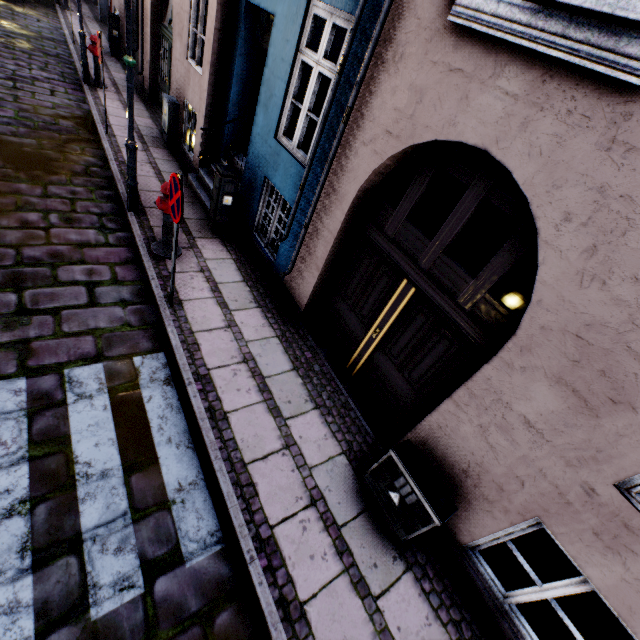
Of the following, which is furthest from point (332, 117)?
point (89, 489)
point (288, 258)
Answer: point (89, 489)

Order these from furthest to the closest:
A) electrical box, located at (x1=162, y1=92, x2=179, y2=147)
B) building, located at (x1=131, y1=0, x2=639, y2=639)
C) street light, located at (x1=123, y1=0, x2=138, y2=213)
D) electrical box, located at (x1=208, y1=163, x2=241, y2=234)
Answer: electrical box, located at (x1=162, y1=92, x2=179, y2=147), electrical box, located at (x1=208, y1=163, x2=241, y2=234), street light, located at (x1=123, y1=0, x2=138, y2=213), building, located at (x1=131, y1=0, x2=639, y2=639)

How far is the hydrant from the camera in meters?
4.8 m

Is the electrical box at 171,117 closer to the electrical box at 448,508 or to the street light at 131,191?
the street light at 131,191

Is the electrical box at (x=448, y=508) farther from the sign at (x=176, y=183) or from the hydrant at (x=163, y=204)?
the hydrant at (x=163, y=204)

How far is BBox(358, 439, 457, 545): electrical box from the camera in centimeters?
310cm

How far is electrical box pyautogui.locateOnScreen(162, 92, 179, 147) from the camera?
7.9 meters

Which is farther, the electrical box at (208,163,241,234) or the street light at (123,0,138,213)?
the electrical box at (208,163,241,234)
